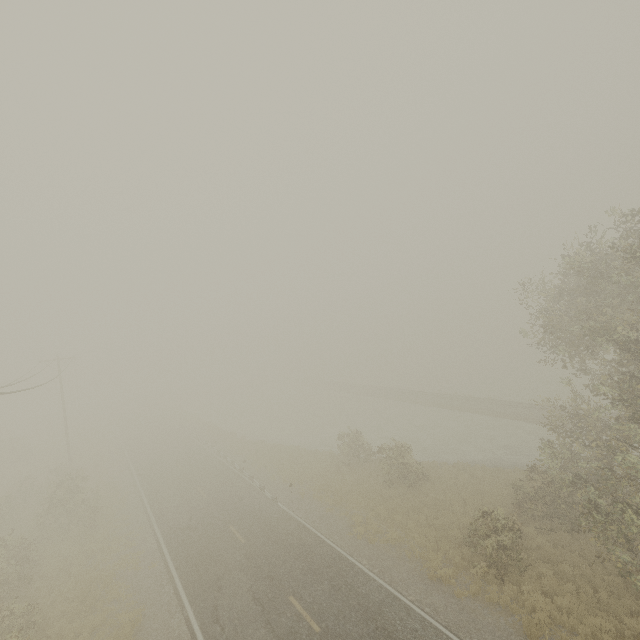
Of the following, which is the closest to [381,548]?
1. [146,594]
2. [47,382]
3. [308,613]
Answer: [308,613]
